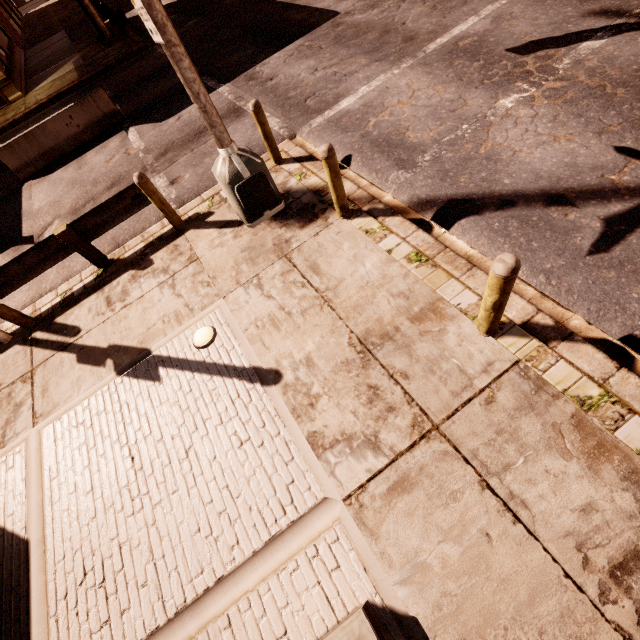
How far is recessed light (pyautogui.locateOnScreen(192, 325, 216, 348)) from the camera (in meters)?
4.81

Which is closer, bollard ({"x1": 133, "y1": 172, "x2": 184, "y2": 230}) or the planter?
the planter

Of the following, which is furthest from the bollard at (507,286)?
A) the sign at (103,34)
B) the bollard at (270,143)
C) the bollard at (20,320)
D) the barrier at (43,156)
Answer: the sign at (103,34)

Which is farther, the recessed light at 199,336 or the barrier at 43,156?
the barrier at 43,156

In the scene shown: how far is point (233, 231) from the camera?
6.11m

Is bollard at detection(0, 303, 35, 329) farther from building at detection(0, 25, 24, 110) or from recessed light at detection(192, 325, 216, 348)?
building at detection(0, 25, 24, 110)

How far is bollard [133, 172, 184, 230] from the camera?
5.69m

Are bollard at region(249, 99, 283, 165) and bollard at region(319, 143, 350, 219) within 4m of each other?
yes
